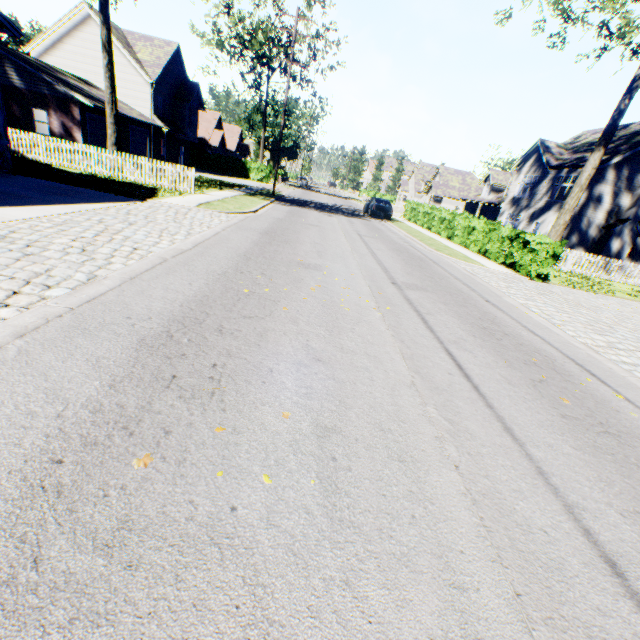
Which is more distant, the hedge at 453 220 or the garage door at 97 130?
the garage door at 97 130

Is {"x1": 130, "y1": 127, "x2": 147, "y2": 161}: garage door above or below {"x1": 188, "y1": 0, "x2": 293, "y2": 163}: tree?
below

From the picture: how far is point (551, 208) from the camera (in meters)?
26.69

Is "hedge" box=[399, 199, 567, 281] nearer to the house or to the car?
the car

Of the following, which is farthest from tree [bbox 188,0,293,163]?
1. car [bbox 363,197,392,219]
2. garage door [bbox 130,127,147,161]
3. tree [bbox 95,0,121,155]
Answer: tree [bbox 95,0,121,155]

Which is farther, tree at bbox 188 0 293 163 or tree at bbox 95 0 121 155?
tree at bbox 188 0 293 163

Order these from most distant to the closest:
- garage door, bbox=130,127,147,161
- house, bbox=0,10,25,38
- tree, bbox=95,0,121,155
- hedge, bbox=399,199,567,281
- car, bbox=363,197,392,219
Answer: garage door, bbox=130,127,147,161
car, bbox=363,197,392,219
tree, bbox=95,0,121,155
hedge, bbox=399,199,567,281
house, bbox=0,10,25,38

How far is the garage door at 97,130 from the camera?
22.6m
